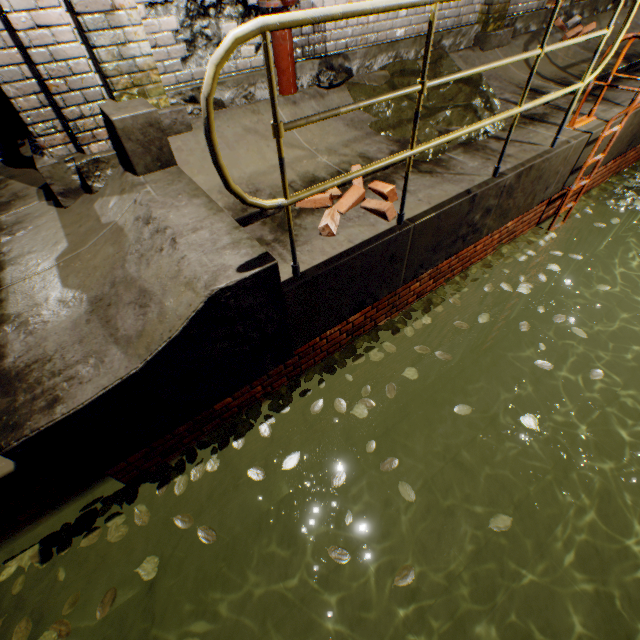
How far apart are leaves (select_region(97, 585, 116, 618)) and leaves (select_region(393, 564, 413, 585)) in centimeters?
163cm

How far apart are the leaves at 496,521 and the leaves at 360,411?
1.1m

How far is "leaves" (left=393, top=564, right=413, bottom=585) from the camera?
2.06m

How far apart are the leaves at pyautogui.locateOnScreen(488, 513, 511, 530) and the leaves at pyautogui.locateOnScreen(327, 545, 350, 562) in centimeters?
100cm

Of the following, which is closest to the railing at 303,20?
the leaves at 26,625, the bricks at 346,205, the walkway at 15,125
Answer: the bricks at 346,205

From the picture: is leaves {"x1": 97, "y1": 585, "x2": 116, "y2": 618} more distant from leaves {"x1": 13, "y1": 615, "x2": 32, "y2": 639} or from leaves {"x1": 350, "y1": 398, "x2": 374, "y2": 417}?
leaves {"x1": 350, "y1": 398, "x2": 374, "y2": 417}

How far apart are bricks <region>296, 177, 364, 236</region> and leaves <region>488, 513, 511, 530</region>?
2.3m

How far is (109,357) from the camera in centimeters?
187cm
